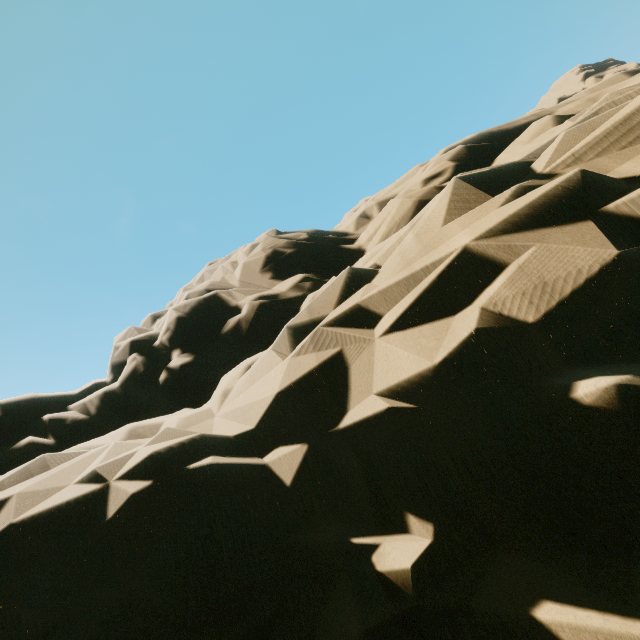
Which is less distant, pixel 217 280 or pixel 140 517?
pixel 140 517
